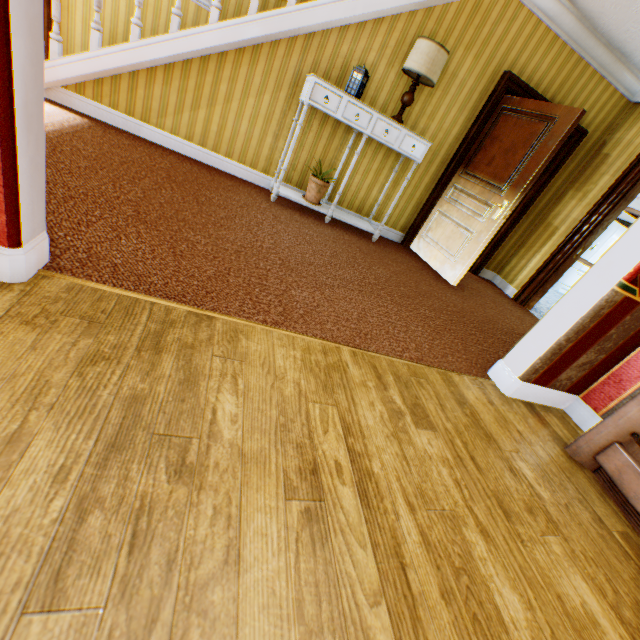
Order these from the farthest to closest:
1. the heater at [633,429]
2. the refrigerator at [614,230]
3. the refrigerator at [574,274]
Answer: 1. the refrigerator at [574,274]
2. the refrigerator at [614,230]
3. the heater at [633,429]

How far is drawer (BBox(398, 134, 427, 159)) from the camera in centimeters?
379cm

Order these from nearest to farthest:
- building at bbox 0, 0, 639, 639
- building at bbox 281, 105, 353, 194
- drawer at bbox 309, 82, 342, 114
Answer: Answer: building at bbox 0, 0, 639, 639 → drawer at bbox 309, 82, 342, 114 → building at bbox 281, 105, 353, 194

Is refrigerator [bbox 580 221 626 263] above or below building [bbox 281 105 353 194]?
above

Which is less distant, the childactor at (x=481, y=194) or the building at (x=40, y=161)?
the building at (x=40, y=161)

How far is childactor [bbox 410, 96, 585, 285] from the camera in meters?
3.7 m

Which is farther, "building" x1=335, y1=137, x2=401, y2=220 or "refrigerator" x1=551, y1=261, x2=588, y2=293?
"refrigerator" x1=551, y1=261, x2=588, y2=293

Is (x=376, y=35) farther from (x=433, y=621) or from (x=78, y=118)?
(x=433, y=621)
